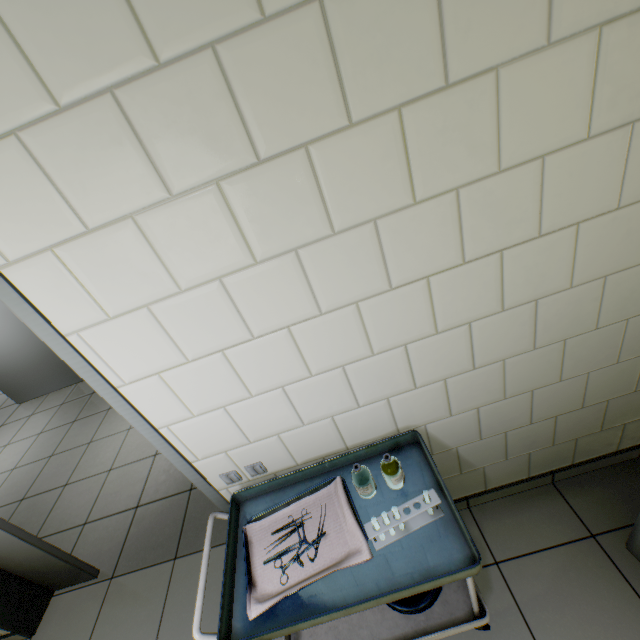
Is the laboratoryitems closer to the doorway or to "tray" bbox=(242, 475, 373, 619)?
"tray" bbox=(242, 475, 373, 619)

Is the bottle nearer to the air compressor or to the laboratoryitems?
the laboratoryitems

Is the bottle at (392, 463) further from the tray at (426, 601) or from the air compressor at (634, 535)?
the air compressor at (634, 535)

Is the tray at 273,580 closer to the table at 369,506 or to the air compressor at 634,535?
the table at 369,506

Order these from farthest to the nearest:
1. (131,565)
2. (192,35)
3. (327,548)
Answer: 1. (131,565)
2. (327,548)
3. (192,35)

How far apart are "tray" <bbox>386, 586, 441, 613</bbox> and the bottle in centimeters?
47cm

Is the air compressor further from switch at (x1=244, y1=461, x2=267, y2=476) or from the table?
switch at (x1=244, y1=461, x2=267, y2=476)

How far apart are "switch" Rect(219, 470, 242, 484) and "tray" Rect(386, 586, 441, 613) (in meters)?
0.63
